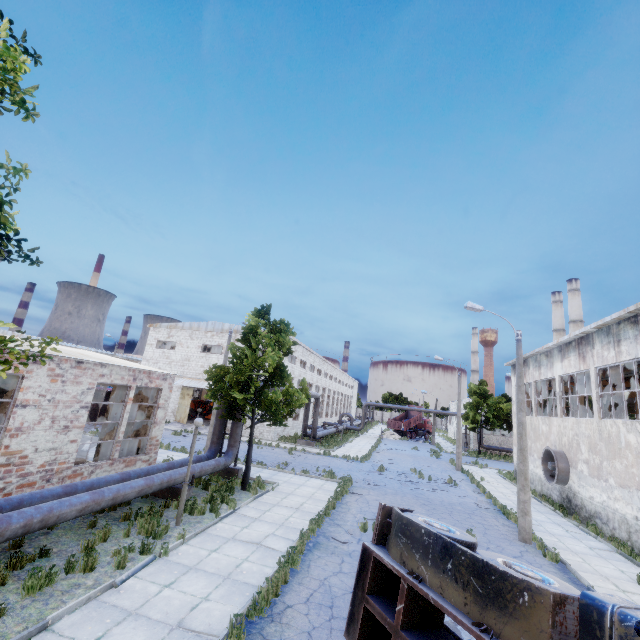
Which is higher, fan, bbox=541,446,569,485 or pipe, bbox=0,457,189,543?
fan, bbox=541,446,569,485

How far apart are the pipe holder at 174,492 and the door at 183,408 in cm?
2239

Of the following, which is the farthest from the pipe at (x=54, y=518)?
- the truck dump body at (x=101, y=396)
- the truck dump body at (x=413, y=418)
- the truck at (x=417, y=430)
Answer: the truck at (x=417, y=430)

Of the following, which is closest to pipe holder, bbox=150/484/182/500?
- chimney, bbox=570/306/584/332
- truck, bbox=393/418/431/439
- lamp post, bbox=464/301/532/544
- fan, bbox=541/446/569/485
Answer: lamp post, bbox=464/301/532/544

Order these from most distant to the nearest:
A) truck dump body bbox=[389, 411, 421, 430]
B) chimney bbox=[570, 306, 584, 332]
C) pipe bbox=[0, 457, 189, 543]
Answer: chimney bbox=[570, 306, 584, 332] < truck dump body bbox=[389, 411, 421, 430] < pipe bbox=[0, 457, 189, 543]

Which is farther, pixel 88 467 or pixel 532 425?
pixel 532 425

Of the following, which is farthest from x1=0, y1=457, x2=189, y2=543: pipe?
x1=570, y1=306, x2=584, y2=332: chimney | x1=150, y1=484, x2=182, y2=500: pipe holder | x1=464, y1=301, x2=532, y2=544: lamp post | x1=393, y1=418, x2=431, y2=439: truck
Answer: x1=570, y1=306, x2=584, y2=332: chimney

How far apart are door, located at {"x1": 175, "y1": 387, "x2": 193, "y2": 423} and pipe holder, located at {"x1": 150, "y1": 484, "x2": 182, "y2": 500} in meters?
22.4 m
